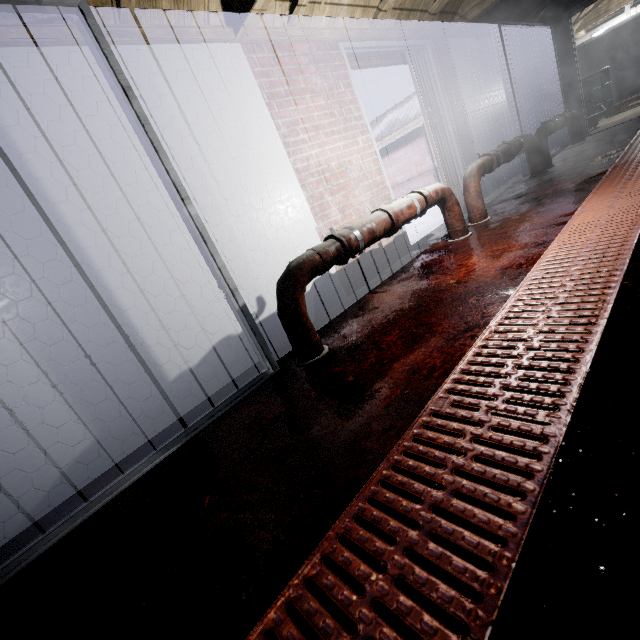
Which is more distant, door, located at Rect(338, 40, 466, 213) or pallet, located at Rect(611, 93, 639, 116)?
pallet, located at Rect(611, 93, 639, 116)

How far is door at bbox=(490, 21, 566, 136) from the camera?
4.2 meters

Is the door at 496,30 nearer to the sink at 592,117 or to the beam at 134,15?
the sink at 592,117

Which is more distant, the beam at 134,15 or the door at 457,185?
the door at 457,185

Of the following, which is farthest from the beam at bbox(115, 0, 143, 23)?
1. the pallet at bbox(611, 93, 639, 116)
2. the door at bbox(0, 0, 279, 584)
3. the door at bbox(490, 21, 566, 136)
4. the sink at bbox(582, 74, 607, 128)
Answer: the pallet at bbox(611, 93, 639, 116)

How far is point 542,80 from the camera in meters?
5.9 m

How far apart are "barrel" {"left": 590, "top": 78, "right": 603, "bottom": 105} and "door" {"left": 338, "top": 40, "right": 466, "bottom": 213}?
6.60m

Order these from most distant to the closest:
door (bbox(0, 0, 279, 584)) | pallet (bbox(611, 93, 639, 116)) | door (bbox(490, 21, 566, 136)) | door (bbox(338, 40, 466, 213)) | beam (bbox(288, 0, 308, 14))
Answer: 1. pallet (bbox(611, 93, 639, 116))
2. door (bbox(490, 21, 566, 136))
3. door (bbox(338, 40, 466, 213))
4. beam (bbox(288, 0, 308, 14))
5. door (bbox(0, 0, 279, 584))
